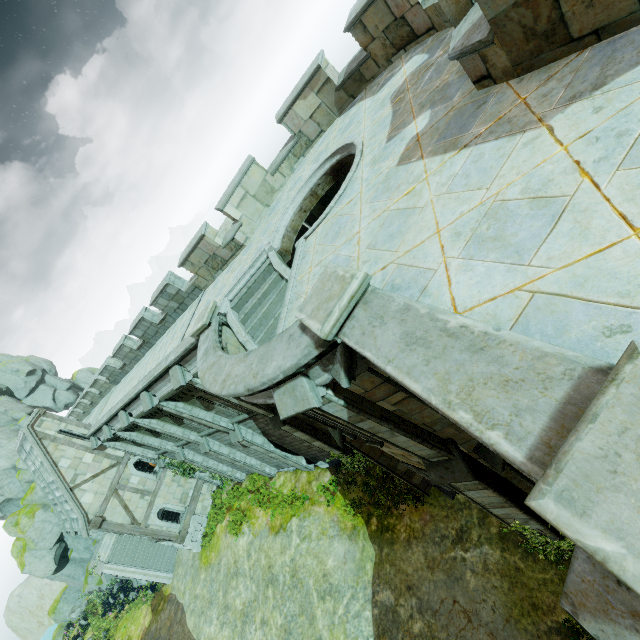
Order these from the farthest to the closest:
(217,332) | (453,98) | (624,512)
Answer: (217,332) < (453,98) < (624,512)

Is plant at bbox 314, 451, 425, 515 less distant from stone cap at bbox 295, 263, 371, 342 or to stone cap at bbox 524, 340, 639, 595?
stone cap at bbox 295, 263, 371, 342

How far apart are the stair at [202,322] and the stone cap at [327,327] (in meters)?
5.42

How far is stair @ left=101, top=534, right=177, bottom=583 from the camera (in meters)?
24.61

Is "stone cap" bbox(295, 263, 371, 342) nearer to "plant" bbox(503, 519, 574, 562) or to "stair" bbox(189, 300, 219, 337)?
"stair" bbox(189, 300, 219, 337)

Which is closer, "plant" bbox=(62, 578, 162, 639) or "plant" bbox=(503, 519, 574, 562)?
"plant" bbox=(503, 519, 574, 562)

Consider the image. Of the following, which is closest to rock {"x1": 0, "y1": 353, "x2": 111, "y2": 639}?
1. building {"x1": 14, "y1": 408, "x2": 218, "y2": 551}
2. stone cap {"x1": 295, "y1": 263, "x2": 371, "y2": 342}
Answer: building {"x1": 14, "y1": 408, "x2": 218, "y2": 551}

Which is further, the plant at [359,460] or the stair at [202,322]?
the plant at [359,460]
